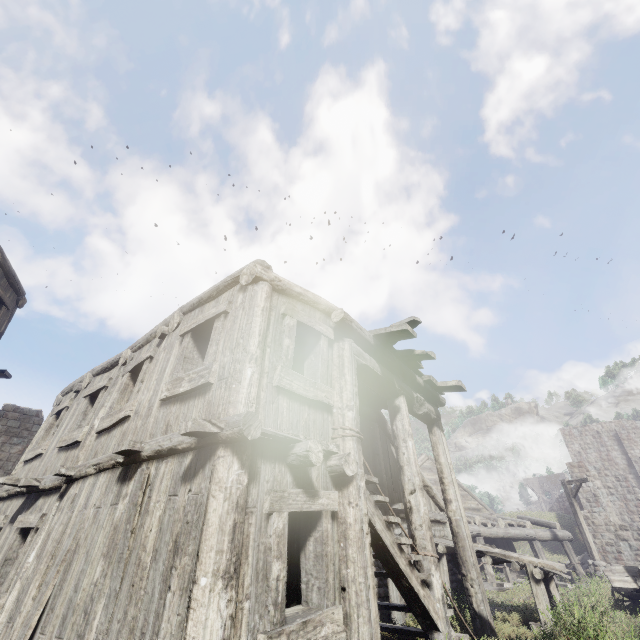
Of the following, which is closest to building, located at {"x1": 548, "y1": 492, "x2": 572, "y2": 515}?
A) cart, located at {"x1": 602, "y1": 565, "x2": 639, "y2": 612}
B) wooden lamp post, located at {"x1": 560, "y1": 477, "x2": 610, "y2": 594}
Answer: wooden lamp post, located at {"x1": 560, "y1": 477, "x2": 610, "y2": 594}

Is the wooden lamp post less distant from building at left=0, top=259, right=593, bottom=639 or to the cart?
building at left=0, top=259, right=593, bottom=639

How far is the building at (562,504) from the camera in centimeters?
4450cm

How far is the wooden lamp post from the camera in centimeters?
1381cm

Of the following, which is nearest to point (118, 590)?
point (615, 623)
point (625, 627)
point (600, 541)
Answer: point (625, 627)

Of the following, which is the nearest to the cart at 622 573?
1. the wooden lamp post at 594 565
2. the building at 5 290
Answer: the building at 5 290

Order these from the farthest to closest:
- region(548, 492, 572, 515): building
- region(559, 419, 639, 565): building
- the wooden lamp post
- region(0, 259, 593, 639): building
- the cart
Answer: region(548, 492, 572, 515): building
region(559, 419, 639, 565): building
the wooden lamp post
the cart
region(0, 259, 593, 639): building
